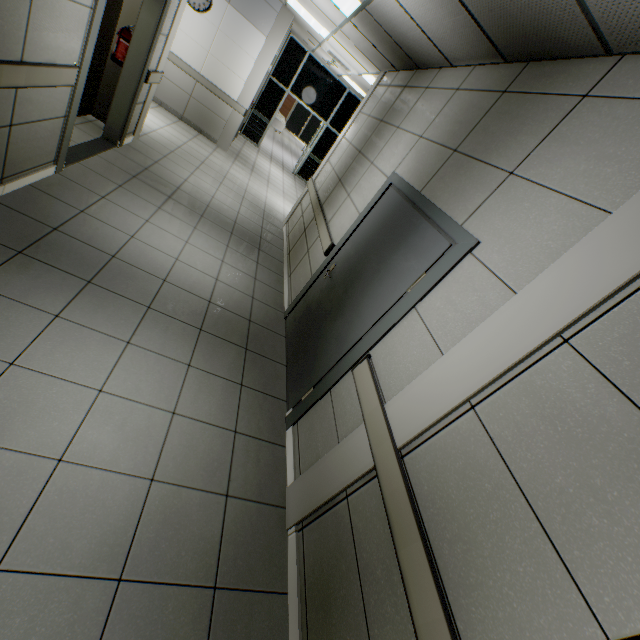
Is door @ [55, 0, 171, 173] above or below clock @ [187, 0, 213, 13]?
below

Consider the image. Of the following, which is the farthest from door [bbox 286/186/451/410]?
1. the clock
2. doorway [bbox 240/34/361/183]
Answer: doorway [bbox 240/34/361/183]

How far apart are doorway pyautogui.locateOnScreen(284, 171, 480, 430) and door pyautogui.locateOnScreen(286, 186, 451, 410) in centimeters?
1cm

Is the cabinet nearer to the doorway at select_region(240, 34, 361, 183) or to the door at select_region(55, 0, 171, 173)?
the door at select_region(55, 0, 171, 173)

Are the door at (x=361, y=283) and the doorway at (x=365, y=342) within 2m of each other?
yes

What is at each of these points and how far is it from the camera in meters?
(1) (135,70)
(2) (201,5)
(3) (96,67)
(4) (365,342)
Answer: (1) door, 4.3 m
(2) clock, 6.8 m
(3) cabinet, 4.6 m
(4) doorway, 2.5 m

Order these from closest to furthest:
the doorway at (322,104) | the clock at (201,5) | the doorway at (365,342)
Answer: the doorway at (365,342) → the clock at (201,5) → the doorway at (322,104)

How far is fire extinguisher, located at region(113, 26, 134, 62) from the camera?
4.18m
